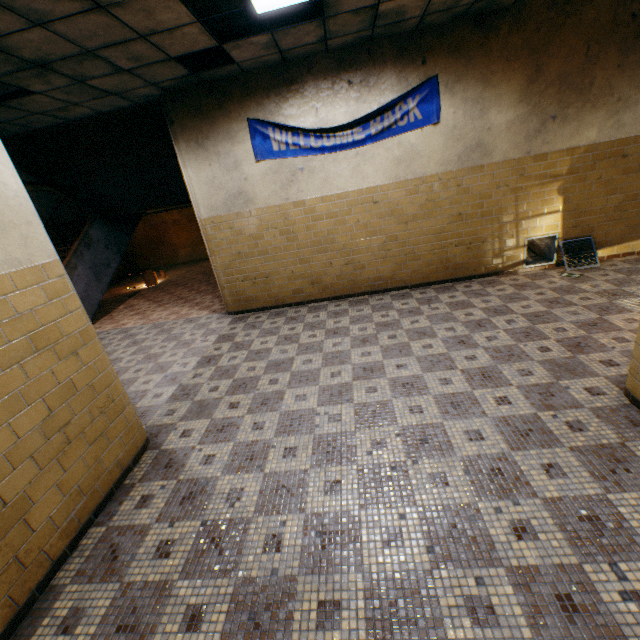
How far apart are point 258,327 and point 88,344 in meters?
3.2

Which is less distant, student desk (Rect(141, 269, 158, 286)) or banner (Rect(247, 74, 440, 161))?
banner (Rect(247, 74, 440, 161))

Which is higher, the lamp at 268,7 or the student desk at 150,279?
the lamp at 268,7

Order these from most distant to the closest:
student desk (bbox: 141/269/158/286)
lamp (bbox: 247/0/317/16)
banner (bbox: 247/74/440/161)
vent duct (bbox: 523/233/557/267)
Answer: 1. student desk (bbox: 141/269/158/286)
2. vent duct (bbox: 523/233/557/267)
3. banner (bbox: 247/74/440/161)
4. lamp (bbox: 247/0/317/16)

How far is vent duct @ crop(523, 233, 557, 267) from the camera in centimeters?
582cm

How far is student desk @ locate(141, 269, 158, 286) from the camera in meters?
11.1

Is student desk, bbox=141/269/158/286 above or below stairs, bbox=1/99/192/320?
below

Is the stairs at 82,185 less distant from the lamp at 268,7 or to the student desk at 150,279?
the student desk at 150,279
